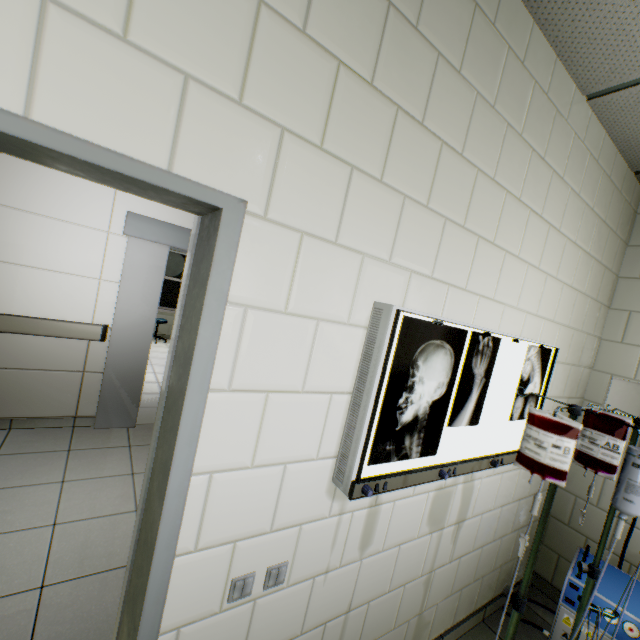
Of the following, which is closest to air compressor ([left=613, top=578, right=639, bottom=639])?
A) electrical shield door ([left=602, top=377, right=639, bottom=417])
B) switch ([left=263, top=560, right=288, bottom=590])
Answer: electrical shield door ([left=602, top=377, right=639, bottom=417])

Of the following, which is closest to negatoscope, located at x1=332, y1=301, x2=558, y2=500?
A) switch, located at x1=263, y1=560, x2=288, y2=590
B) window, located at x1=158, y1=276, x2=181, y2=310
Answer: switch, located at x1=263, y1=560, x2=288, y2=590

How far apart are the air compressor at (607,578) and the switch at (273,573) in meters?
1.7

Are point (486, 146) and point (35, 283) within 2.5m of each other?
no

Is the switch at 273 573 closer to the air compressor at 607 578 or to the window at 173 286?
the air compressor at 607 578

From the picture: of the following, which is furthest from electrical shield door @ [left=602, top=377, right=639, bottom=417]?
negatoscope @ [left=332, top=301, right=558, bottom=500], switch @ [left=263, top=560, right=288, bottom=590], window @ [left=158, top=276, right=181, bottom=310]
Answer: window @ [left=158, top=276, right=181, bottom=310]

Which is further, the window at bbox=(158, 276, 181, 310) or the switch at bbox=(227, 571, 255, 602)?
the window at bbox=(158, 276, 181, 310)
